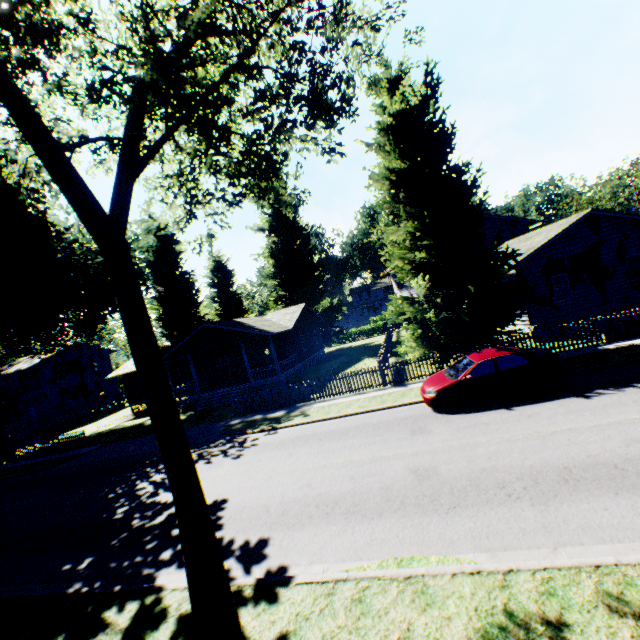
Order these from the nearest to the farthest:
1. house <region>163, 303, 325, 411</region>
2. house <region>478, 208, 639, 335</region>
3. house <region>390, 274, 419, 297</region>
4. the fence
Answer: the fence → house <region>478, 208, 639, 335</region> → house <region>163, 303, 325, 411</region> → house <region>390, 274, 419, 297</region>

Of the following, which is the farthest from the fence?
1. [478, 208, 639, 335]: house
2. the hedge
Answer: [478, 208, 639, 335]: house

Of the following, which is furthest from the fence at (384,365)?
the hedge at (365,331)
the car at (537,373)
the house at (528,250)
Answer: the car at (537,373)

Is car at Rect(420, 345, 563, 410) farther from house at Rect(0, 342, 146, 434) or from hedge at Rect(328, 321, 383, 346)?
hedge at Rect(328, 321, 383, 346)

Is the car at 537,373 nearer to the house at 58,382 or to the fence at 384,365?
the fence at 384,365

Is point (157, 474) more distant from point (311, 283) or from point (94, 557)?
point (311, 283)

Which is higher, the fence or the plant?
the plant

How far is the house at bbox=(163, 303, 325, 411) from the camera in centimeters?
2569cm
